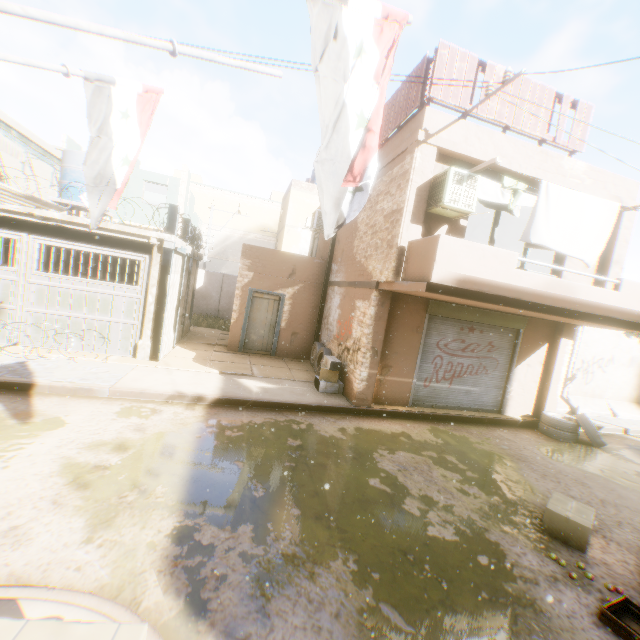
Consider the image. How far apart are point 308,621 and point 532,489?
5.2m

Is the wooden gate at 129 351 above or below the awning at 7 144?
below

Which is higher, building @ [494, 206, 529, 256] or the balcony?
building @ [494, 206, 529, 256]

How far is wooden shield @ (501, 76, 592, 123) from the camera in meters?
7.6 m

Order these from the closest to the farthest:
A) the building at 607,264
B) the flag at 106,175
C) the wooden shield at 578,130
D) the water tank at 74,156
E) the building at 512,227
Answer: the flag at 106,175, the wooden shield at 578,130, the building at 607,264, the building at 512,227, the water tank at 74,156

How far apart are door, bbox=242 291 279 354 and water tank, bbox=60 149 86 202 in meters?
1.7 m

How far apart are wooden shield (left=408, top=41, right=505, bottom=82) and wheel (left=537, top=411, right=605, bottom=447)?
1.78m
